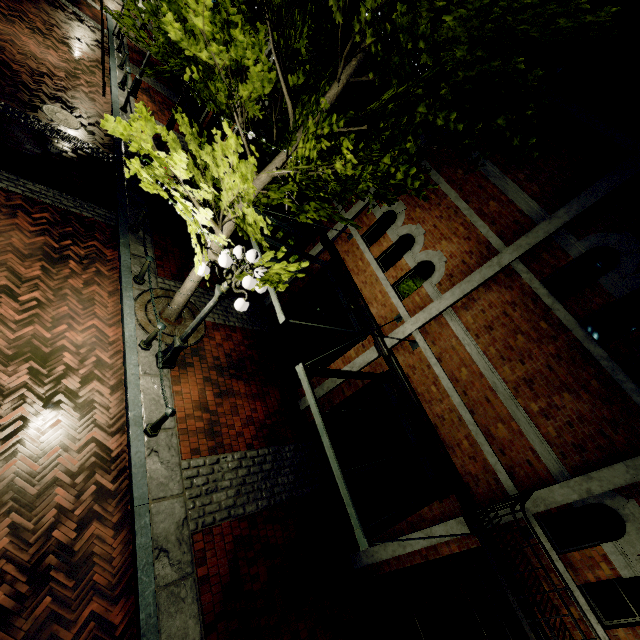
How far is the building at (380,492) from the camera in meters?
7.3 m

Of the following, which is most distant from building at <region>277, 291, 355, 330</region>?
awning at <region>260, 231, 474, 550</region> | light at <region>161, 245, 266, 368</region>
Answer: light at <region>161, 245, 266, 368</region>

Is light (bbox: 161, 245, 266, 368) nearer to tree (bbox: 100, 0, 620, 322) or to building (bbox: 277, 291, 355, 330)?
tree (bbox: 100, 0, 620, 322)

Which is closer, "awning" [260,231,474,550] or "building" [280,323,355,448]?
"awning" [260,231,474,550]

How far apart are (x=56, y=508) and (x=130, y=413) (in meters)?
1.74

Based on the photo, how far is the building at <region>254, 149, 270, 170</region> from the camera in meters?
13.2

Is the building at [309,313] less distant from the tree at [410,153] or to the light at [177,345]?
the tree at [410,153]
